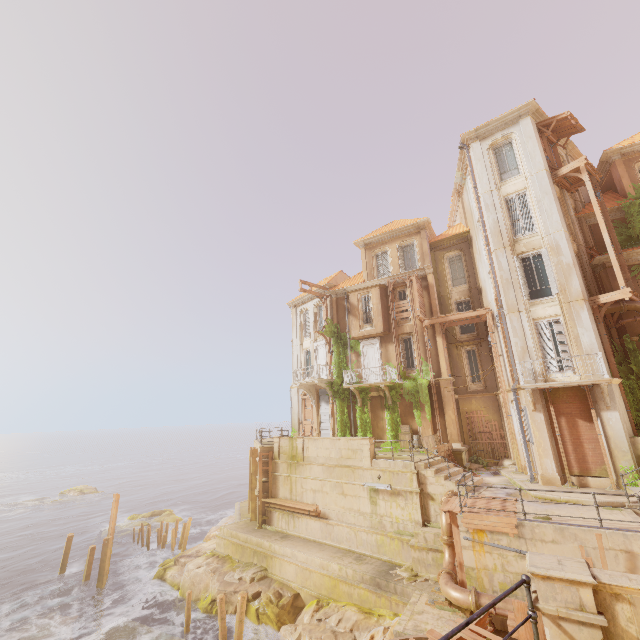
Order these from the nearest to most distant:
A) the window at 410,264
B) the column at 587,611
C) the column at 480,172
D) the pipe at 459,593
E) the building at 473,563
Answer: the column at 587,611 → the building at 473,563 → the pipe at 459,593 → the column at 480,172 → the window at 410,264

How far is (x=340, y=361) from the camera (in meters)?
26.28

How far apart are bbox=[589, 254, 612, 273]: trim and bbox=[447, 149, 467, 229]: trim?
10.0m

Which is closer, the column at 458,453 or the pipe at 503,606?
the pipe at 503,606

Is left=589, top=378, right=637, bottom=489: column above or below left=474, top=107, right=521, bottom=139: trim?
below

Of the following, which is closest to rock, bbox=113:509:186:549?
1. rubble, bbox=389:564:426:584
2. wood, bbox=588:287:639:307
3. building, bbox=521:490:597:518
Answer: rubble, bbox=389:564:426:584

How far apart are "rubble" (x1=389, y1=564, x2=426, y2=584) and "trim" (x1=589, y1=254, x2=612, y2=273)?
18.0 meters

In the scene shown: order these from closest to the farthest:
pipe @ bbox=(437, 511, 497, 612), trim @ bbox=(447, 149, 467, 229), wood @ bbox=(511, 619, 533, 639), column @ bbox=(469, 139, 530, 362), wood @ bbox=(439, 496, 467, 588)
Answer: wood @ bbox=(511, 619, 533, 639) < pipe @ bbox=(437, 511, 497, 612) < wood @ bbox=(439, 496, 467, 588) < column @ bbox=(469, 139, 530, 362) < trim @ bbox=(447, 149, 467, 229)
